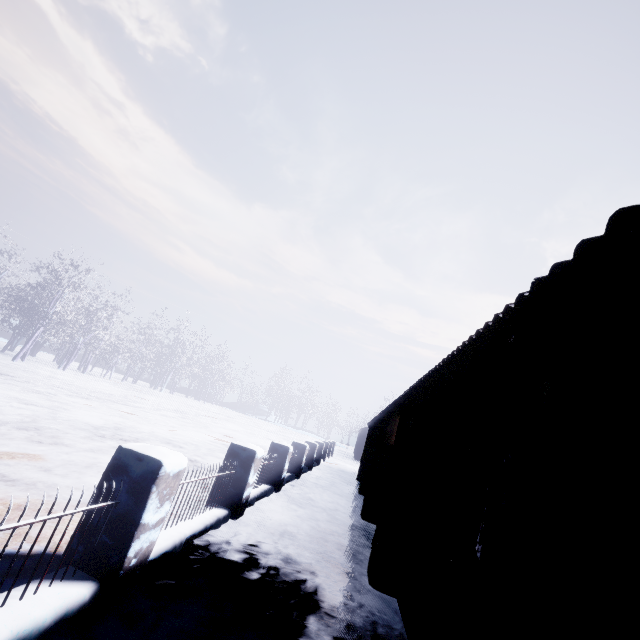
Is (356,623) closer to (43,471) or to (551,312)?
(551,312)
